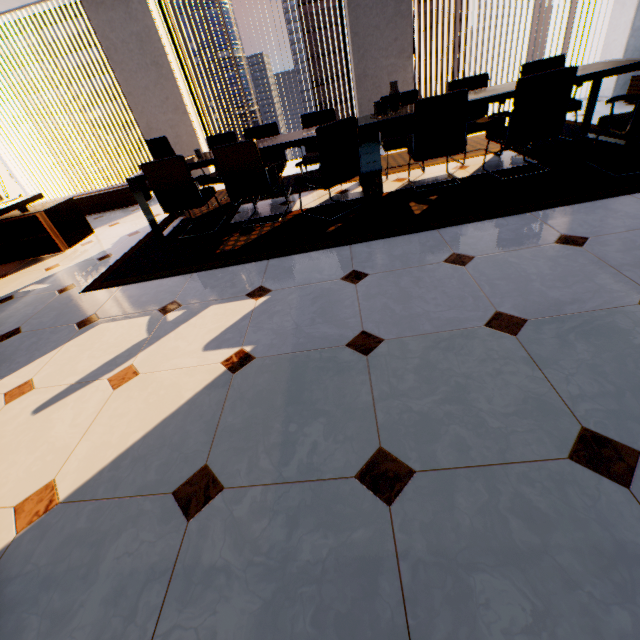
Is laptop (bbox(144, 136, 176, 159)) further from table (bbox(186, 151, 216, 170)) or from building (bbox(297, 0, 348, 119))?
building (bbox(297, 0, 348, 119))

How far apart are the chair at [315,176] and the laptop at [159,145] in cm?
61

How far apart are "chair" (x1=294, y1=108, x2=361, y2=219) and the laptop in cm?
61

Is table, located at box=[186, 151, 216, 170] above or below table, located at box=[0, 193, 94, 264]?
above

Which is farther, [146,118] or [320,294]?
[146,118]

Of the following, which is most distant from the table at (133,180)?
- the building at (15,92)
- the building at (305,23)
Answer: the building at (15,92)

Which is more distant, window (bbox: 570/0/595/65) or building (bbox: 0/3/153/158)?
building (bbox: 0/3/153/158)

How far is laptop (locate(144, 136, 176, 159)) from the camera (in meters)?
3.71
